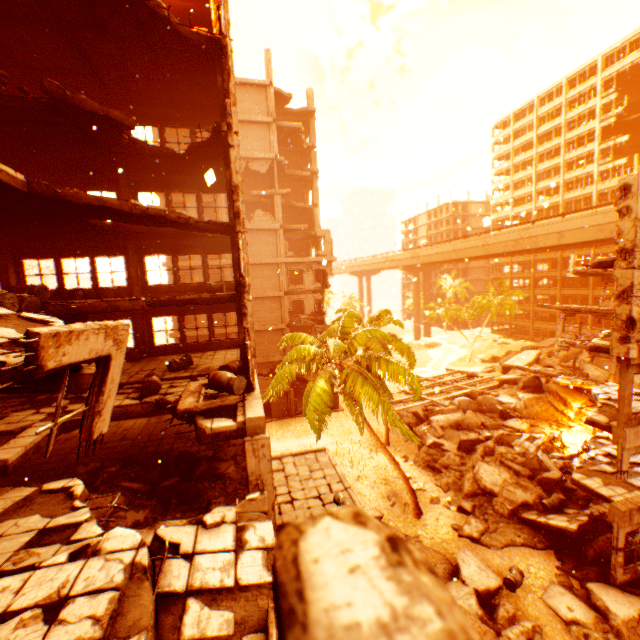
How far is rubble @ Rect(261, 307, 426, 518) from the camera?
15.1 meters

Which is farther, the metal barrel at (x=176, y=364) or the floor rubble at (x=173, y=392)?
the metal barrel at (x=176, y=364)

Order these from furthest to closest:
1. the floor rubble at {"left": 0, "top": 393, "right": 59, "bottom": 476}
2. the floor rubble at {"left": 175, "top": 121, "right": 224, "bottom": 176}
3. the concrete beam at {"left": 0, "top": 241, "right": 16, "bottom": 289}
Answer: the concrete beam at {"left": 0, "top": 241, "right": 16, "bottom": 289} < the floor rubble at {"left": 175, "top": 121, "right": 224, "bottom": 176} < the floor rubble at {"left": 0, "top": 393, "right": 59, "bottom": 476}

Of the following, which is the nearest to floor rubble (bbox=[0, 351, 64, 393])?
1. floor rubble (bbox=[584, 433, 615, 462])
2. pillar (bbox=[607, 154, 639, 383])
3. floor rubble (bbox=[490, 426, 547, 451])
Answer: pillar (bbox=[607, 154, 639, 383])

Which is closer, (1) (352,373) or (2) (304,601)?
(2) (304,601)

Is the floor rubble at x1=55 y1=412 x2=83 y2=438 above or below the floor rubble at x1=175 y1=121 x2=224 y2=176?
below

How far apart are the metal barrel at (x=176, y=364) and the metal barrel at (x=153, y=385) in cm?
154

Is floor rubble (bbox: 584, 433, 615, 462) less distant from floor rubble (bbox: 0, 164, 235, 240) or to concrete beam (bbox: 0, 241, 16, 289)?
floor rubble (bbox: 0, 164, 235, 240)
